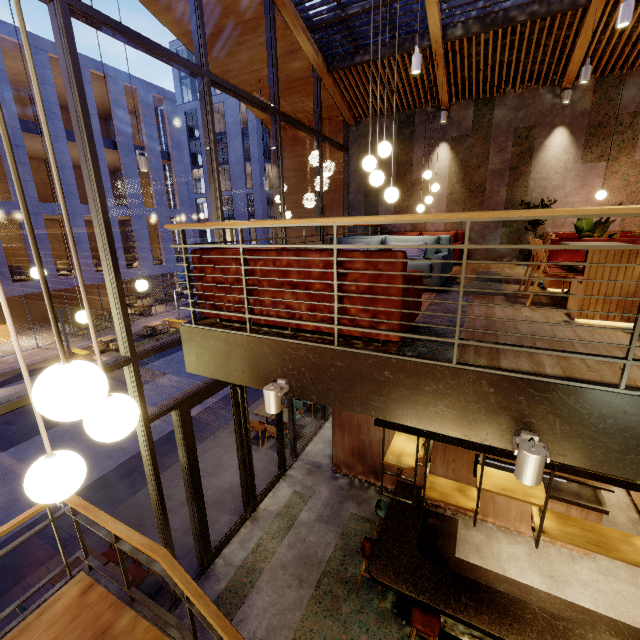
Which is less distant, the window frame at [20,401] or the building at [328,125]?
the window frame at [20,401]

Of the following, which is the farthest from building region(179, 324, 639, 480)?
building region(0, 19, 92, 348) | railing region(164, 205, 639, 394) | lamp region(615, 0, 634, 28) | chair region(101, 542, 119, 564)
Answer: building region(0, 19, 92, 348)

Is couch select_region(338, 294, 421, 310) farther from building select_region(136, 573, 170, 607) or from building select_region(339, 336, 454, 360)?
building select_region(136, 573, 170, 607)

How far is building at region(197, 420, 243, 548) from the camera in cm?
715

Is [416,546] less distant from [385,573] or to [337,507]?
[385,573]

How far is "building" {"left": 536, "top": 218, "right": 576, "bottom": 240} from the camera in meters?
8.2 m

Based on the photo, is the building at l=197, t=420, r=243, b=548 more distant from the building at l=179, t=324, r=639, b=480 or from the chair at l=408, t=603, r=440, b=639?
the chair at l=408, t=603, r=440, b=639

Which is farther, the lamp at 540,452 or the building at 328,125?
the building at 328,125
